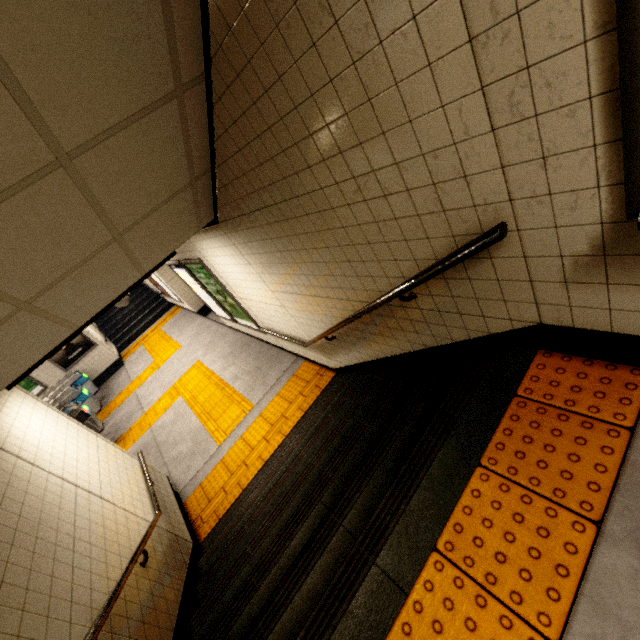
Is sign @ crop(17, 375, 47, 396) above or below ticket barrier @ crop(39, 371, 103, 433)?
above

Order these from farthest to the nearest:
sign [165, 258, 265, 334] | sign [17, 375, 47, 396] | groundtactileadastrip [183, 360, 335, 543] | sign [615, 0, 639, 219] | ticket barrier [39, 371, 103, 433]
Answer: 1. sign [17, 375, 47, 396]
2. ticket barrier [39, 371, 103, 433]
3. sign [165, 258, 265, 334]
4. groundtactileadastrip [183, 360, 335, 543]
5. sign [615, 0, 639, 219]

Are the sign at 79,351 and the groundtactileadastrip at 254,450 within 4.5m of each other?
no

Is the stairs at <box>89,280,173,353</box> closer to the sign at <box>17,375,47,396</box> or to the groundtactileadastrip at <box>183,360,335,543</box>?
the sign at <box>17,375,47,396</box>

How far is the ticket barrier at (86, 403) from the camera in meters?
8.3 m

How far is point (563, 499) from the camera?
1.4m

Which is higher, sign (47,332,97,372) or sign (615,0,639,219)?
sign (615,0,639,219)

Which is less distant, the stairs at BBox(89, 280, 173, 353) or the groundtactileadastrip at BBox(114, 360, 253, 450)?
the groundtactileadastrip at BBox(114, 360, 253, 450)
